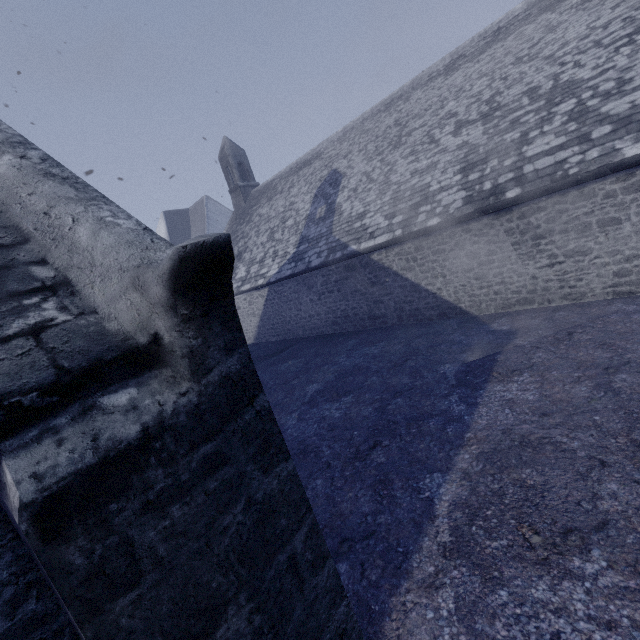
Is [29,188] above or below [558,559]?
above
